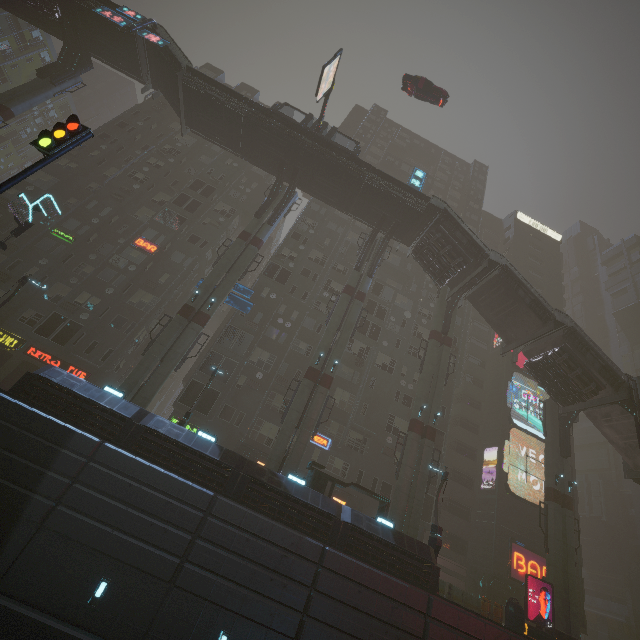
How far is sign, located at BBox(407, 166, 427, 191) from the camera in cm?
3173

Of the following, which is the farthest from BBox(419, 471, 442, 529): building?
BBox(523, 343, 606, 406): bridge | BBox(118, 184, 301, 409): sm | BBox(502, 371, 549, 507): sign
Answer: BBox(523, 343, 606, 406): bridge

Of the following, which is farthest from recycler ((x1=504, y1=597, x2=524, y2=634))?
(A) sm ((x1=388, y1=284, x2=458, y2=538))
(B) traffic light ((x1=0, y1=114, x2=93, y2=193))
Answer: (B) traffic light ((x1=0, y1=114, x2=93, y2=193))

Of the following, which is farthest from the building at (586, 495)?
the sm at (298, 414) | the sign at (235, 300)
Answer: the sign at (235, 300)

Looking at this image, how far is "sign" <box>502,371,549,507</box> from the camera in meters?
31.6

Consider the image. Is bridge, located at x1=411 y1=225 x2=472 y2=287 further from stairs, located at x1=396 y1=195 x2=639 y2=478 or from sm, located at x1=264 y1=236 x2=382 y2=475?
sm, located at x1=264 y1=236 x2=382 y2=475

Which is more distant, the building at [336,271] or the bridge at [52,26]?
the bridge at [52,26]

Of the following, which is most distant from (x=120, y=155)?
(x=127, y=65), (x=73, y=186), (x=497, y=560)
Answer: (x=497, y=560)
